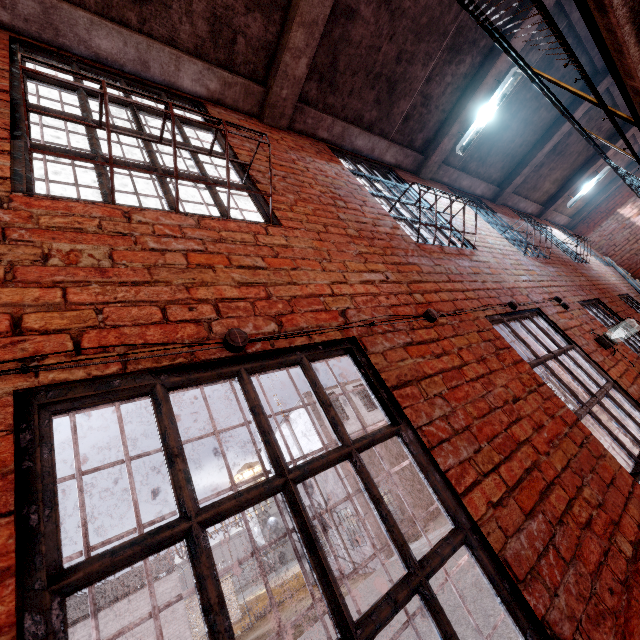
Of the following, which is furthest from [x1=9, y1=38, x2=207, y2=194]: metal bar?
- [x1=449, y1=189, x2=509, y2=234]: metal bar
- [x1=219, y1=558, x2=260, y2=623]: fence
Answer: [x1=219, y1=558, x2=260, y2=623]: fence

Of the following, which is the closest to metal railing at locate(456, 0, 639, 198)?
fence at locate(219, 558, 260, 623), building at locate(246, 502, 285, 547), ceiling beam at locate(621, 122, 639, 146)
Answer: ceiling beam at locate(621, 122, 639, 146)

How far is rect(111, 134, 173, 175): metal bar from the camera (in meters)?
1.98

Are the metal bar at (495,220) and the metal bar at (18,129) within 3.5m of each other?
no

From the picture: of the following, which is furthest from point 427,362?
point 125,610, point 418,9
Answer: point 125,610

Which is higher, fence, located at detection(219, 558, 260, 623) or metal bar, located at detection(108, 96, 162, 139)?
metal bar, located at detection(108, 96, 162, 139)

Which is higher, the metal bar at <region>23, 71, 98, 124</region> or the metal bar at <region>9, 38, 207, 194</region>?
the metal bar at <region>23, 71, 98, 124</region>

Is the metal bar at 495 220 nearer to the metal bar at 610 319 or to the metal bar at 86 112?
the metal bar at 610 319
